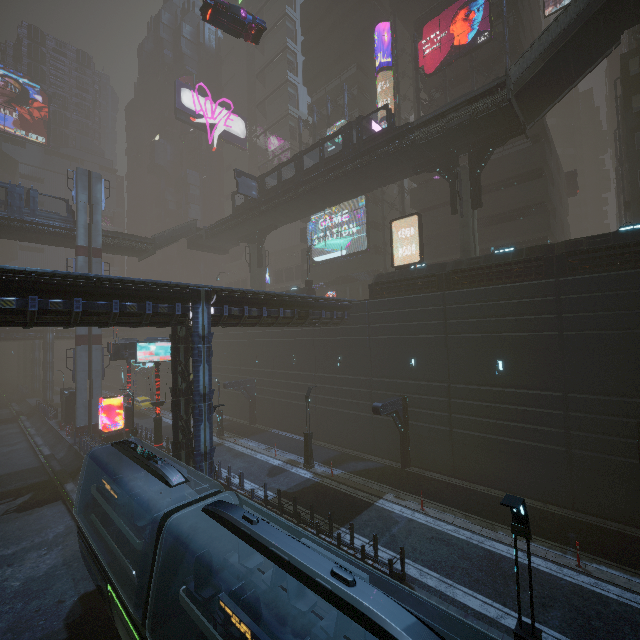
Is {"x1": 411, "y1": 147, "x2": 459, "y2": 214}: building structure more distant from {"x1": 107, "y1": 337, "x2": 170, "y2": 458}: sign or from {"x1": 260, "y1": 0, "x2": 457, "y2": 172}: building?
{"x1": 107, "y1": 337, "x2": 170, "y2": 458}: sign

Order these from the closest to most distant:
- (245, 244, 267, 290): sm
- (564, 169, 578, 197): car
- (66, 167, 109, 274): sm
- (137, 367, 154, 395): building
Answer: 1. (66, 167, 109, 274): sm
2. (564, 169, 578, 197): car
3. (245, 244, 267, 290): sm
4. (137, 367, 154, 395): building

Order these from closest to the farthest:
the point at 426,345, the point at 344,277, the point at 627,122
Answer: the point at 426,345 < the point at 627,122 < the point at 344,277

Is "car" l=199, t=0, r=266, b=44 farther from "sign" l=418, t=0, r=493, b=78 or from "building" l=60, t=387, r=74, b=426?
"sign" l=418, t=0, r=493, b=78

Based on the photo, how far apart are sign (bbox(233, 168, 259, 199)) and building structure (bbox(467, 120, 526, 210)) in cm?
2104

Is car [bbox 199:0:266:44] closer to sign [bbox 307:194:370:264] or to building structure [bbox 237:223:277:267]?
sign [bbox 307:194:370:264]

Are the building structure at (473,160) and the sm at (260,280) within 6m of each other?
no

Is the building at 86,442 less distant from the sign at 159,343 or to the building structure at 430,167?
the sign at 159,343
